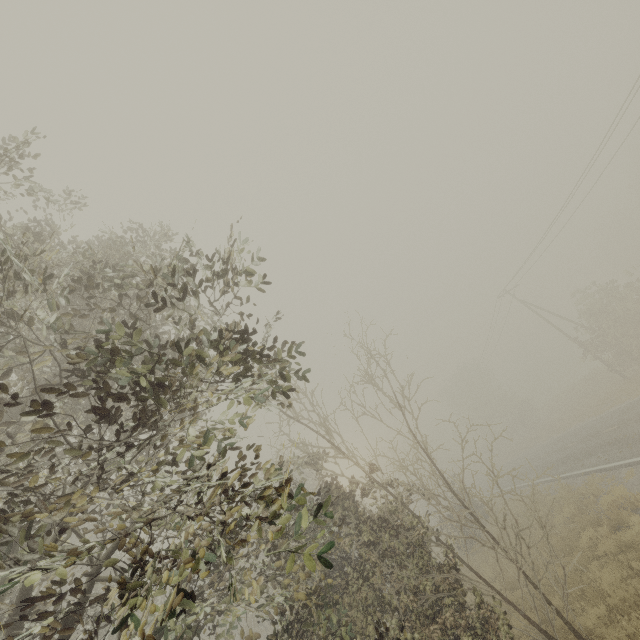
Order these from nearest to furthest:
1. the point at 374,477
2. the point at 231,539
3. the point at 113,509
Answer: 1. the point at 113,509
2. the point at 231,539
3. the point at 374,477

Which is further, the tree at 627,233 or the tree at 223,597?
the tree at 627,233

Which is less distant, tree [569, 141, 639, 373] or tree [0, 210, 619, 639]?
tree [0, 210, 619, 639]
